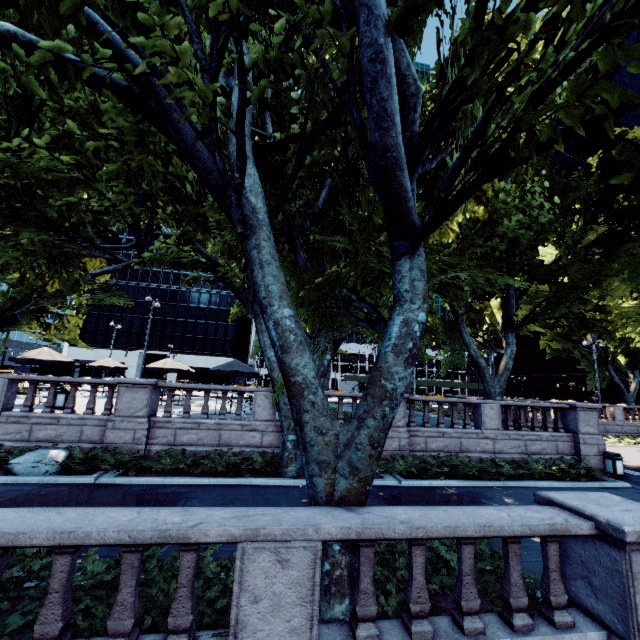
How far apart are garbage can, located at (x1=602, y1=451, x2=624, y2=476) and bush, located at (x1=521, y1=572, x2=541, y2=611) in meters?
13.2 m

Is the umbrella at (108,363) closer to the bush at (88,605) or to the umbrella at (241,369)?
the umbrella at (241,369)

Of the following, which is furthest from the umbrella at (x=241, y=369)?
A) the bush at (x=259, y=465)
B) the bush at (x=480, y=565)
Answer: the bush at (x=480, y=565)

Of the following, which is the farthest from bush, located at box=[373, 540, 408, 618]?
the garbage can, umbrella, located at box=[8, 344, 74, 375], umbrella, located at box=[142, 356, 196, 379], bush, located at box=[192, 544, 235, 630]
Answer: umbrella, located at box=[8, 344, 74, 375]

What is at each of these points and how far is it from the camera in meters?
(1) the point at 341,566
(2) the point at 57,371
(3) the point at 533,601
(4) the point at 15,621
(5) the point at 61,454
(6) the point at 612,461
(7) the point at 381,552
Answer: (1) tree, 4.4
(2) bus stop, 34.0
(3) bush, 4.8
(4) bush, 3.7
(5) rock, 10.7
(6) garbage can, 14.7
(7) bush, 5.4

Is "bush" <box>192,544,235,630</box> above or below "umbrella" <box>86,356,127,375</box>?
below

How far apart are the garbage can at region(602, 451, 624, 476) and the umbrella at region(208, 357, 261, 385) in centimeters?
1748cm

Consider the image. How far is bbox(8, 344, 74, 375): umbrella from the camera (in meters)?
15.90
